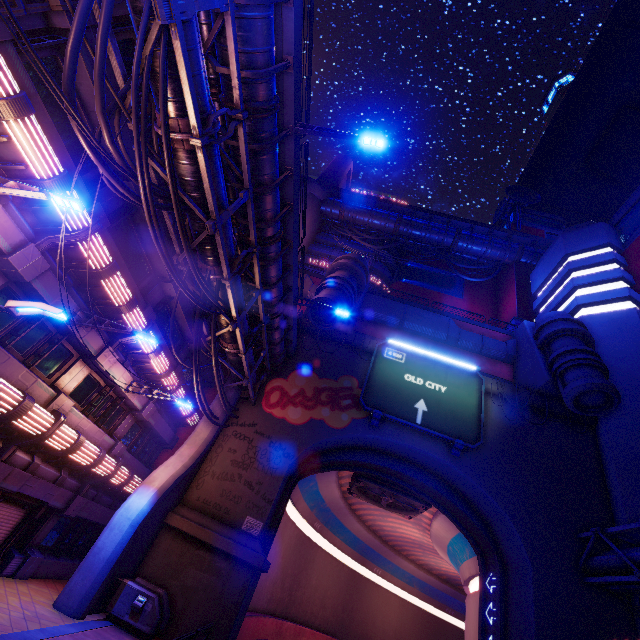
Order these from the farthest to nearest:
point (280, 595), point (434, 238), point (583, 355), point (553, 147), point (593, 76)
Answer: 1. point (553, 147)
2. point (593, 76)
3. point (434, 238)
4. point (280, 595)
5. point (583, 355)

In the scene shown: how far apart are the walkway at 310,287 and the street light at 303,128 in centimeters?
1779cm

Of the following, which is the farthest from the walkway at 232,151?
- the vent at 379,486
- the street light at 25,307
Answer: the vent at 379,486

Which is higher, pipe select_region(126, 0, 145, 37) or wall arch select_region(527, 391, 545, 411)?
wall arch select_region(527, 391, 545, 411)

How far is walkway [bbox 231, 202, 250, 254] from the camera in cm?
1298

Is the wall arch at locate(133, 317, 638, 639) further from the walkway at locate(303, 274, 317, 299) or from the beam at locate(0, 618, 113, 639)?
the walkway at locate(303, 274, 317, 299)

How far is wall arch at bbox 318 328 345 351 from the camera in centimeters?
2376cm

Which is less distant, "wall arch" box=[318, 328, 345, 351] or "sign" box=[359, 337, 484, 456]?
"sign" box=[359, 337, 484, 456]
